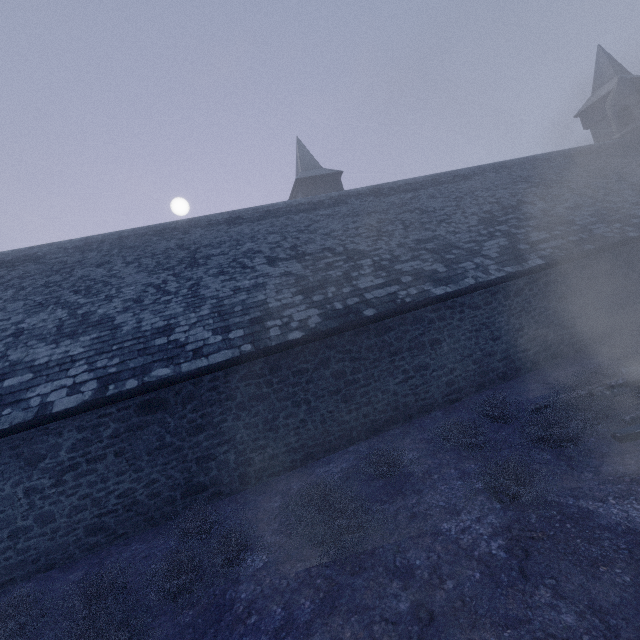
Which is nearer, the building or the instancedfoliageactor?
the instancedfoliageactor

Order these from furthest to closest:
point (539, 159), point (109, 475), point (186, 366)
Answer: point (539, 159) < point (186, 366) < point (109, 475)

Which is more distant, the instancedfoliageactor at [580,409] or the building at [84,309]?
the building at [84,309]
